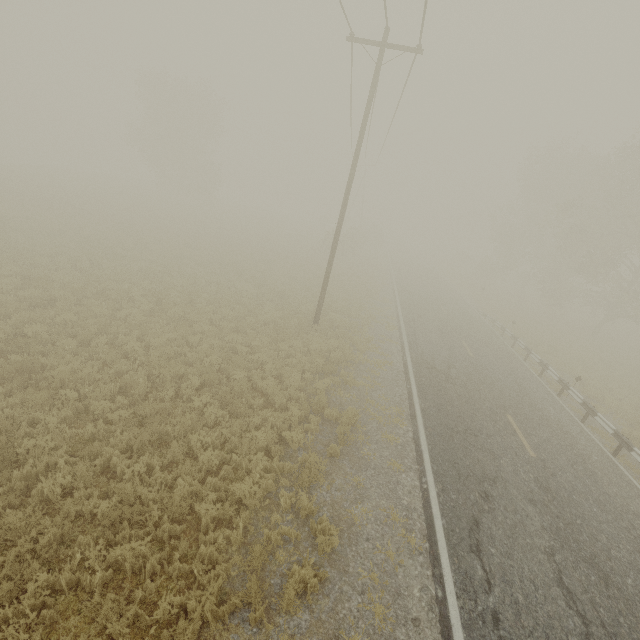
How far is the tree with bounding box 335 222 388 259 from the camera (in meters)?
36.56

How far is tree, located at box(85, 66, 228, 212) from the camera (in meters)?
36.56

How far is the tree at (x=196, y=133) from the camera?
36.6 meters

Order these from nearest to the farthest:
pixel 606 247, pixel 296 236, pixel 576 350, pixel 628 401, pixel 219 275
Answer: pixel 628 401, pixel 219 275, pixel 576 350, pixel 606 247, pixel 296 236

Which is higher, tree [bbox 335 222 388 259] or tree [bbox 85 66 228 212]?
tree [bbox 85 66 228 212]

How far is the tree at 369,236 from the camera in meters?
36.6 m
